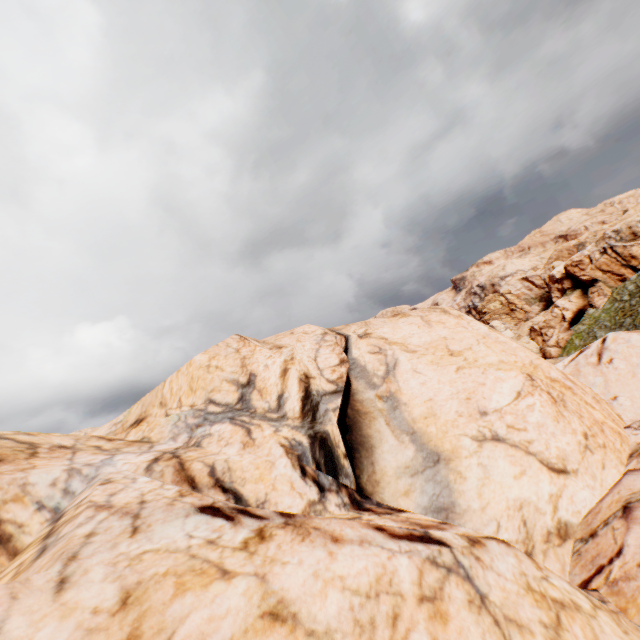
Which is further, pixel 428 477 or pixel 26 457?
pixel 428 477
